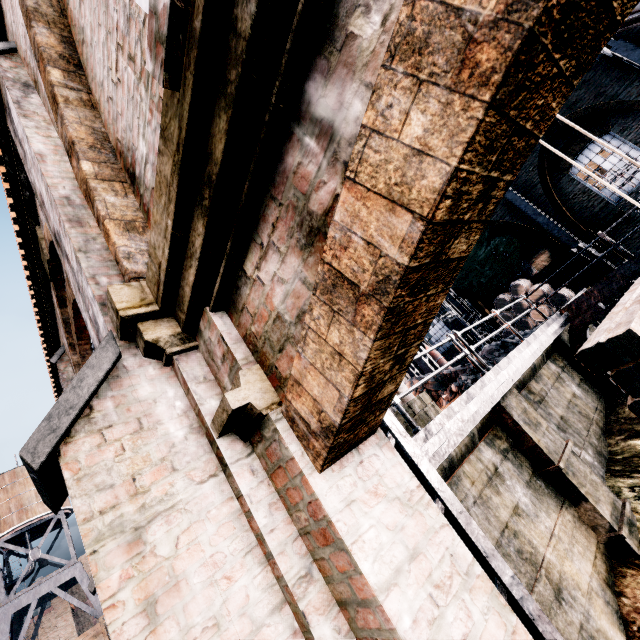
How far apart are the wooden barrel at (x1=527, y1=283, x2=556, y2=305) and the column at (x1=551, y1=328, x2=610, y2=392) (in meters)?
4.37

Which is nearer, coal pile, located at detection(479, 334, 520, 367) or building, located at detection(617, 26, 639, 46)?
coal pile, located at detection(479, 334, 520, 367)

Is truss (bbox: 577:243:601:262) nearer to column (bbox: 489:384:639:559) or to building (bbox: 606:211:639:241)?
building (bbox: 606:211:639:241)

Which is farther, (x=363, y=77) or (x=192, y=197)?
(x=192, y=197)

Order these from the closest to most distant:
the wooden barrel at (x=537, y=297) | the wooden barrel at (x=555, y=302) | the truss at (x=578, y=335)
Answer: the truss at (x=578, y=335), the wooden barrel at (x=555, y=302), the wooden barrel at (x=537, y=297)

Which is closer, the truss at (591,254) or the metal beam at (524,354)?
the metal beam at (524,354)
